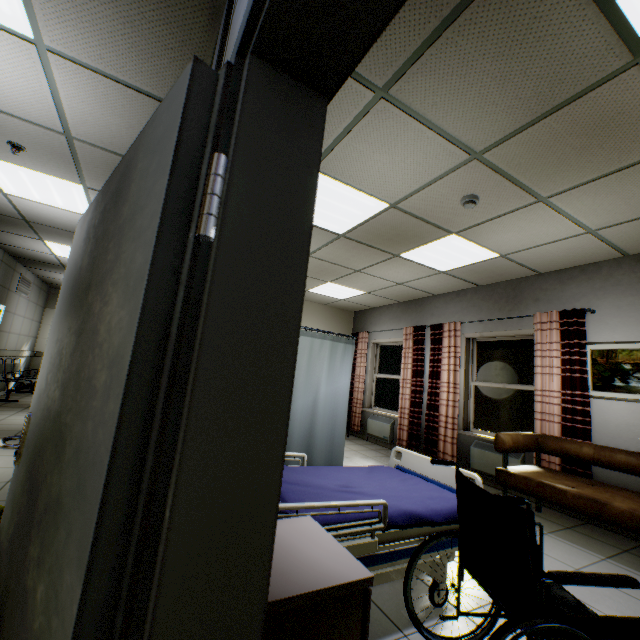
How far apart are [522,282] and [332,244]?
3.1m

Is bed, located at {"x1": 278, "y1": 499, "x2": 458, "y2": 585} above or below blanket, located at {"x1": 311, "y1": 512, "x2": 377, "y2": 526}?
below

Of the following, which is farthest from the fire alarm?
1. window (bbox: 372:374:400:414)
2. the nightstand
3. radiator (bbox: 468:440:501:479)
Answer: window (bbox: 372:374:400:414)

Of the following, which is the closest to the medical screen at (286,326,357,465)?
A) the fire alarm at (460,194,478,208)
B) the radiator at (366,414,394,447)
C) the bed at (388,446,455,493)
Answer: the bed at (388,446,455,493)

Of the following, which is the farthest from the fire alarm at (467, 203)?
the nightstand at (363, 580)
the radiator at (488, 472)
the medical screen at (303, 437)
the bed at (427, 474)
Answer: the radiator at (488, 472)

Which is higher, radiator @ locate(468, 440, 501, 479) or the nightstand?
the nightstand

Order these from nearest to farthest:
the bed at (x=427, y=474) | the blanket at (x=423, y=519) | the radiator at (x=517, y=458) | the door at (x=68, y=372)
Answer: the door at (x=68, y=372)
the blanket at (x=423, y=519)
the bed at (x=427, y=474)
the radiator at (x=517, y=458)

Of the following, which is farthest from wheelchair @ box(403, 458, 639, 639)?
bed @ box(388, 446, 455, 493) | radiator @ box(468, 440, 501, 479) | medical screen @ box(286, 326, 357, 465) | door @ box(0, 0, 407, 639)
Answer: radiator @ box(468, 440, 501, 479)
